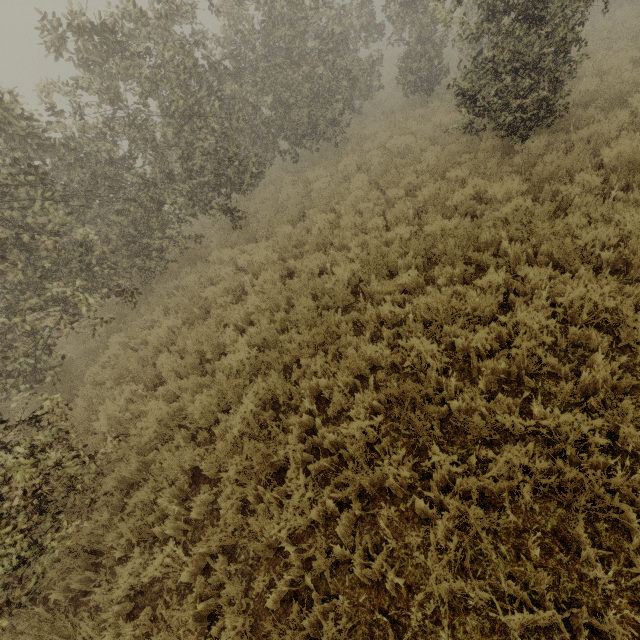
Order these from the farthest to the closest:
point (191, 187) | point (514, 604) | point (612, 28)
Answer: point (612, 28)
point (191, 187)
point (514, 604)
